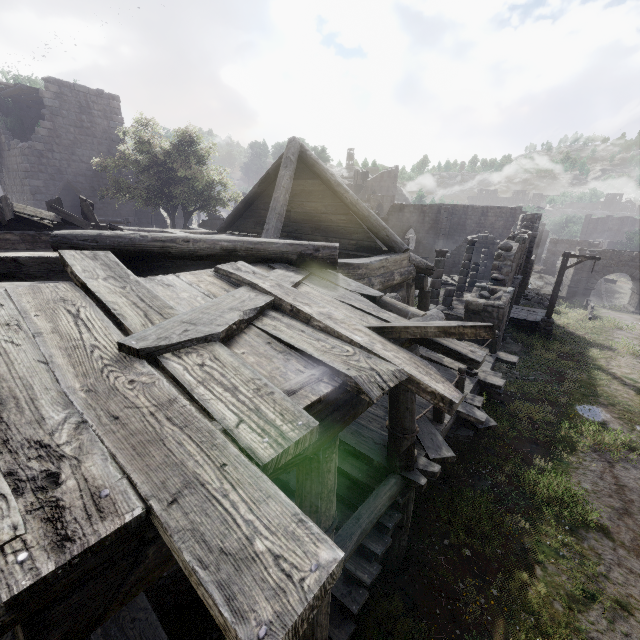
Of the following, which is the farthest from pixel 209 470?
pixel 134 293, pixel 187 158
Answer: pixel 187 158

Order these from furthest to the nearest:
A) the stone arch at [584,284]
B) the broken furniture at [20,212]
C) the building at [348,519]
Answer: the stone arch at [584,284] < the broken furniture at [20,212] < the building at [348,519]

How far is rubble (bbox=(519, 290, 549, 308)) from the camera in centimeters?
2577cm

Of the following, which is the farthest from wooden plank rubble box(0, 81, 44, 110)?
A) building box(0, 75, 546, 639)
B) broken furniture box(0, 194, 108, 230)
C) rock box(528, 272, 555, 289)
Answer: rock box(528, 272, 555, 289)

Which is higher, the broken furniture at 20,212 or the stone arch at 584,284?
the broken furniture at 20,212

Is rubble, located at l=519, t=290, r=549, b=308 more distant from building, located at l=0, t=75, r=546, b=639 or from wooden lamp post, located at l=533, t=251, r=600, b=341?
wooden lamp post, located at l=533, t=251, r=600, b=341

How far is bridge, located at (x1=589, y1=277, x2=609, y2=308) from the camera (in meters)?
34.72

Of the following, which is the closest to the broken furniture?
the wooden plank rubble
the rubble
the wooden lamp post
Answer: the wooden plank rubble
